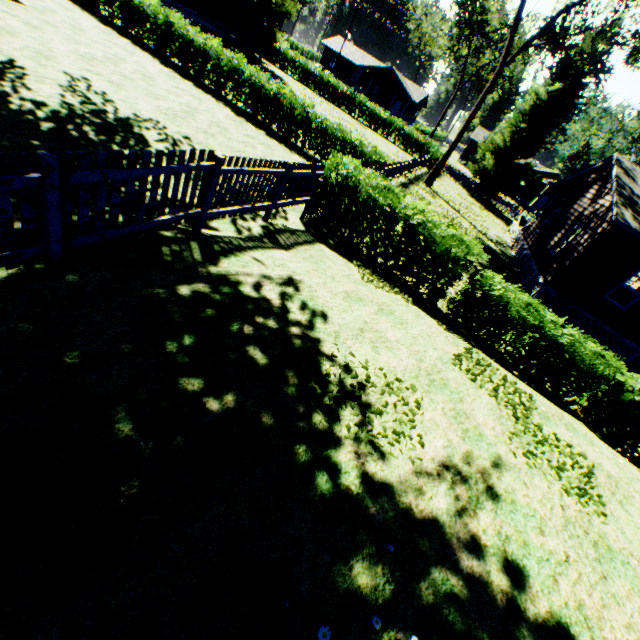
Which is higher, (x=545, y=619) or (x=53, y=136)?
(x=545, y=619)

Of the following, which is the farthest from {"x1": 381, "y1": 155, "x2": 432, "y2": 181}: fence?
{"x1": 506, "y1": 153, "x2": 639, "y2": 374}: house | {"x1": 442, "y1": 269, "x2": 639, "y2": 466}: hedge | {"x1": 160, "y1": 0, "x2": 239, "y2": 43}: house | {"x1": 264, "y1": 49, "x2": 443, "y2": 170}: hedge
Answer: {"x1": 160, "y1": 0, "x2": 239, "y2": 43}: house

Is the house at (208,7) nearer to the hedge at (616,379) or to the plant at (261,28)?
the plant at (261,28)

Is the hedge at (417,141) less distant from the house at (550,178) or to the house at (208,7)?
the house at (208,7)

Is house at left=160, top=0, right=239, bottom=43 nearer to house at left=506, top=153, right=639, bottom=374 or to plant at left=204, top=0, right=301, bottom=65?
plant at left=204, top=0, right=301, bottom=65

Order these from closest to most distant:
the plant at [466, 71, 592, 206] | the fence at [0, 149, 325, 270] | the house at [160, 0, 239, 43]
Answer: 1. the fence at [0, 149, 325, 270]
2. the house at [160, 0, 239, 43]
3. the plant at [466, 71, 592, 206]

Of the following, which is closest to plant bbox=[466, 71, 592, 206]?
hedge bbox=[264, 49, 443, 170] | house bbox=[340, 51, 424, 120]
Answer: hedge bbox=[264, 49, 443, 170]

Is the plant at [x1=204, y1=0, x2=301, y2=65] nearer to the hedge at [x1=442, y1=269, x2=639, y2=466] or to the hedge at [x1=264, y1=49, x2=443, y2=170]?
the hedge at [x1=442, y1=269, x2=639, y2=466]
